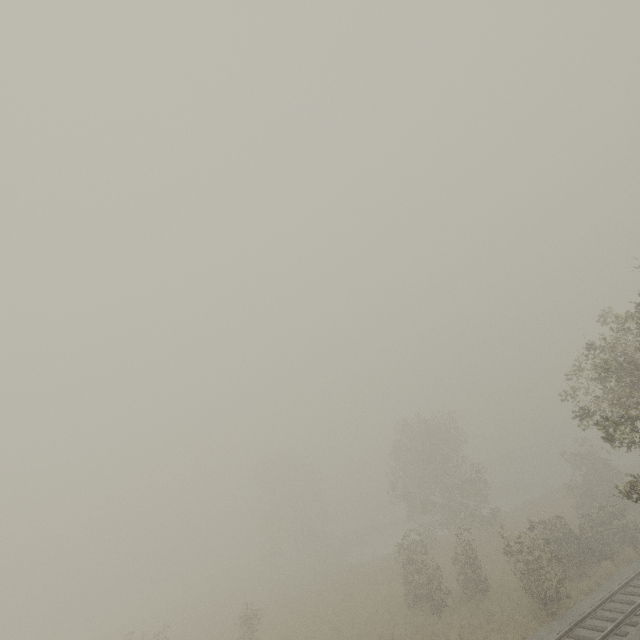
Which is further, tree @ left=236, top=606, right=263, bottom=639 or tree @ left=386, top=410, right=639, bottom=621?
tree @ left=236, top=606, right=263, bottom=639

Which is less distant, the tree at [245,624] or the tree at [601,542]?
the tree at [601,542]

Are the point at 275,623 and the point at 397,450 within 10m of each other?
no
